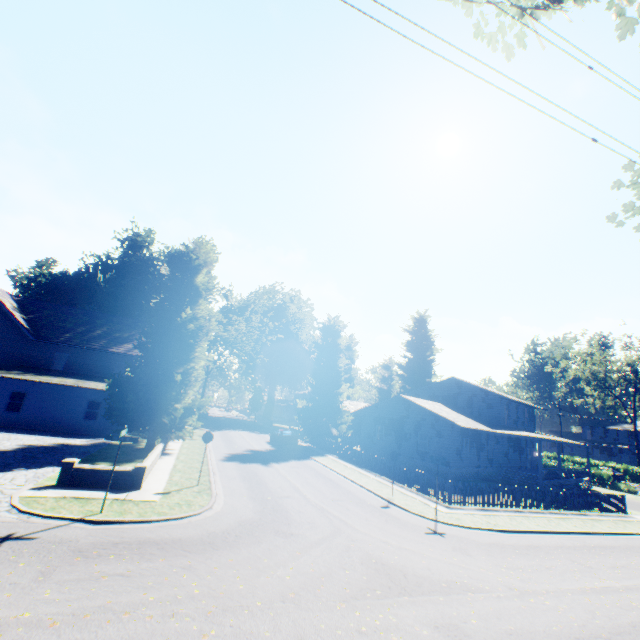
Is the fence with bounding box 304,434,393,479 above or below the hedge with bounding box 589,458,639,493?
below

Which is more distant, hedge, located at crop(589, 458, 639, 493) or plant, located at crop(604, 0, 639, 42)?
hedge, located at crop(589, 458, 639, 493)

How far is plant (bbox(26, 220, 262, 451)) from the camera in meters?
21.5 m

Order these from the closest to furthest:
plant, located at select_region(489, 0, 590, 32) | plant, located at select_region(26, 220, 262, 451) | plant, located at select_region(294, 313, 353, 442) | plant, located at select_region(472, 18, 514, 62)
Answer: plant, located at select_region(489, 0, 590, 32), plant, located at select_region(472, 18, 514, 62), plant, located at select_region(26, 220, 262, 451), plant, located at select_region(294, 313, 353, 442)

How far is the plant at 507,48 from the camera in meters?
5.6

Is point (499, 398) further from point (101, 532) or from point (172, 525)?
point (101, 532)

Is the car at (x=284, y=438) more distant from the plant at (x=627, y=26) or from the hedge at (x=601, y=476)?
the hedge at (x=601, y=476)

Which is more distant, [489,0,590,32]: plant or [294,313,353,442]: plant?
[294,313,353,442]: plant
